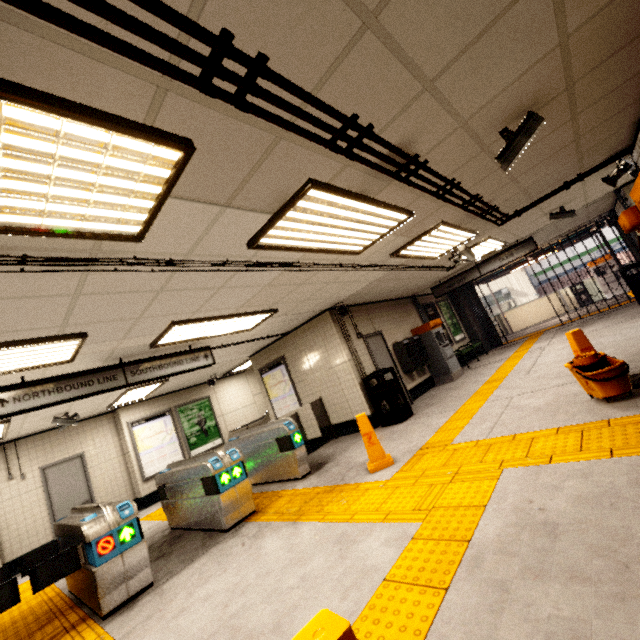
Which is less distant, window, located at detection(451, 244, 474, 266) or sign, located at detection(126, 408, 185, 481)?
window, located at detection(451, 244, 474, 266)

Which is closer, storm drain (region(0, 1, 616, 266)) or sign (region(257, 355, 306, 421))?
storm drain (region(0, 1, 616, 266))

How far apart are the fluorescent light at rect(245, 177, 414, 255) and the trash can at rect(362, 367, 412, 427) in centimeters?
322cm

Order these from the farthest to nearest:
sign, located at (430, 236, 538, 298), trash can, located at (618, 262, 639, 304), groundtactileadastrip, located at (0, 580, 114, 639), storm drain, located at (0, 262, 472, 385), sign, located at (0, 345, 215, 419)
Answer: trash can, located at (618, 262, 639, 304) → sign, located at (430, 236, 538, 298) → sign, located at (0, 345, 215, 419) → groundtactileadastrip, located at (0, 580, 114, 639) → storm drain, located at (0, 262, 472, 385)

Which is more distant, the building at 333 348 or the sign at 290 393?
the sign at 290 393

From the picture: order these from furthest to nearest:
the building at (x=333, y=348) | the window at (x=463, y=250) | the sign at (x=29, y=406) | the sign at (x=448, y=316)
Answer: the sign at (x=448, y=316)
the building at (x=333, y=348)
the window at (x=463, y=250)
the sign at (x=29, y=406)

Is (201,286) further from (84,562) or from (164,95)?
(84,562)

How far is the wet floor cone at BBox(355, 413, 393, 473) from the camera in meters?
4.5 m
